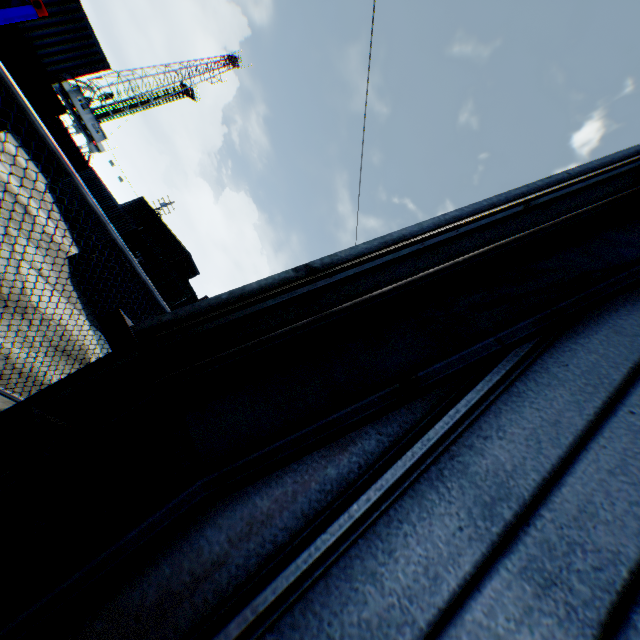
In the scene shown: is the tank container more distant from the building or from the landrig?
the landrig

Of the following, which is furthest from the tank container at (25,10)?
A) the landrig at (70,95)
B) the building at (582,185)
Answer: the landrig at (70,95)

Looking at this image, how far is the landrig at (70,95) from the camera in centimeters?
4647cm

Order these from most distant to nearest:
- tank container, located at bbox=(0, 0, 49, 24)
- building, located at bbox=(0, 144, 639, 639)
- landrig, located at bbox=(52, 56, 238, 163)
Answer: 1. landrig, located at bbox=(52, 56, 238, 163)
2. tank container, located at bbox=(0, 0, 49, 24)
3. building, located at bbox=(0, 144, 639, 639)

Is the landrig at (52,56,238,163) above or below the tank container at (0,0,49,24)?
above

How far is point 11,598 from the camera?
1.2m
